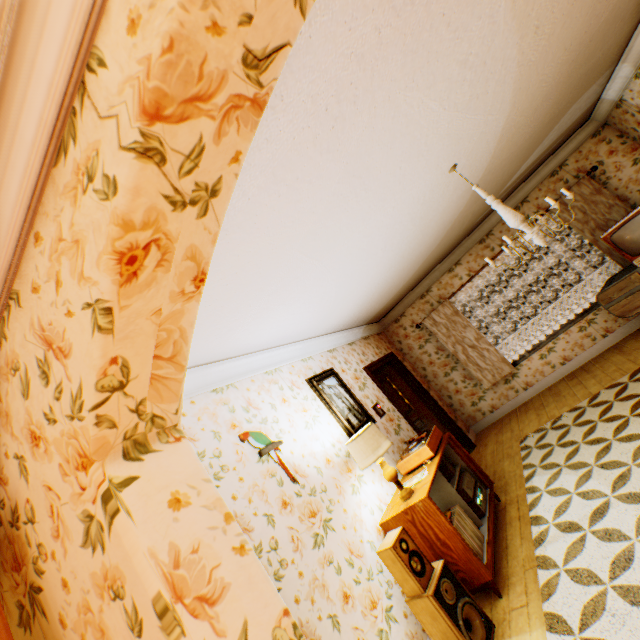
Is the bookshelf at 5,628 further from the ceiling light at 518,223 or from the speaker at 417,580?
the ceiling light at 518,223

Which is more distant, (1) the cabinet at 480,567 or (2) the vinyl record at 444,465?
(2) the vinyl record at 444,465

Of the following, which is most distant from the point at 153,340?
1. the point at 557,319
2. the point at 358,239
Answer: Answer: the point at 557,319

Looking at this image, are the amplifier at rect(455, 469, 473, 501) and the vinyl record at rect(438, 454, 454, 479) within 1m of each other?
yes

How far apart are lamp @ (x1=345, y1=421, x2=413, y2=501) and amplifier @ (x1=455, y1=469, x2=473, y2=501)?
0.7 meters

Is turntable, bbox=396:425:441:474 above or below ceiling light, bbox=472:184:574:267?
below

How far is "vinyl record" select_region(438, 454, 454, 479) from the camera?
4.0m

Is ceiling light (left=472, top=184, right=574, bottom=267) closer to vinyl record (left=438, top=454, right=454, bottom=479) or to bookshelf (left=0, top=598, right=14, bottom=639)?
vinyl record (left=438, top=454, right=454, bottom=479)
